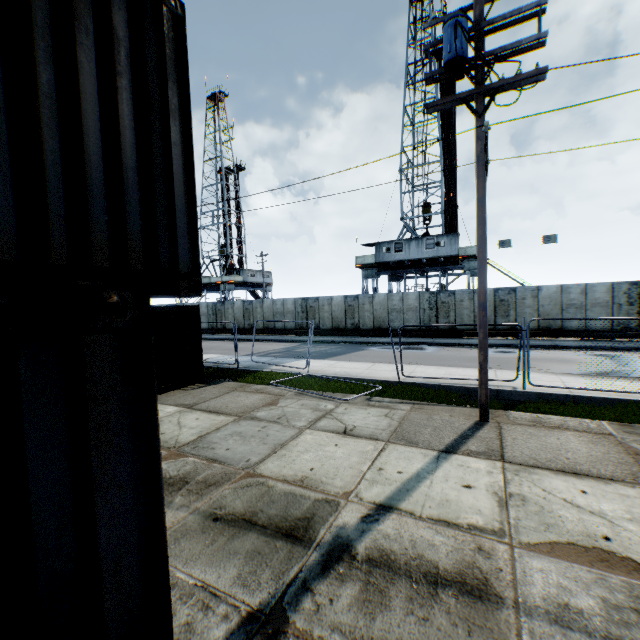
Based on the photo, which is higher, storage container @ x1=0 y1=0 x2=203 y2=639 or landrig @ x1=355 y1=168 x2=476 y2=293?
landrig @ x1=355 y1=168 x2=476 y2=293

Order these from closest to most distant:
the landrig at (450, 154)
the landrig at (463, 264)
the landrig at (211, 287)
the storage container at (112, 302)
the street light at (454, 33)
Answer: the storage container at (112, 302) < the street light at (454, 33) < the landrig at (463, 264) < the landrig at (450, 154) < the landrig at (211, 287)

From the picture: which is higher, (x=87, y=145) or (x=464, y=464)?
(x=87, y=145)

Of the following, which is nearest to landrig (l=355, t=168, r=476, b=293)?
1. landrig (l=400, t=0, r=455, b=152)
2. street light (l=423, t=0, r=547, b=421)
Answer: landrig (l=400, t=0, r=455, b=152)

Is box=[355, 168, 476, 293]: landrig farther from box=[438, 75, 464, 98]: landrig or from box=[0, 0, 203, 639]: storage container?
box=[0, 0, 203, 639]: storage container

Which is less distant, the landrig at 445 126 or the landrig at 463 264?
the landrig at 463 264

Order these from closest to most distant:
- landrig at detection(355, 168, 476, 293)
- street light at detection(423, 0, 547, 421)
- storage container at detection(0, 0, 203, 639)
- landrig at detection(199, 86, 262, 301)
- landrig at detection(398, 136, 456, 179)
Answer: storage container at detection(0, 0, 203, 639) → street light at detection(423, 0, 547, 421) → landrig at detection(355, 168, 476, 293) → landrig at detection(398, 136, 456, 179) → landrig at detection(199, 86, 262, 301)

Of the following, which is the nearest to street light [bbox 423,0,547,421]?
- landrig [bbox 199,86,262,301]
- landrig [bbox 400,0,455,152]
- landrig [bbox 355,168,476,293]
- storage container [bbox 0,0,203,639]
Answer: storage container [bbox 0,0,203,639]
